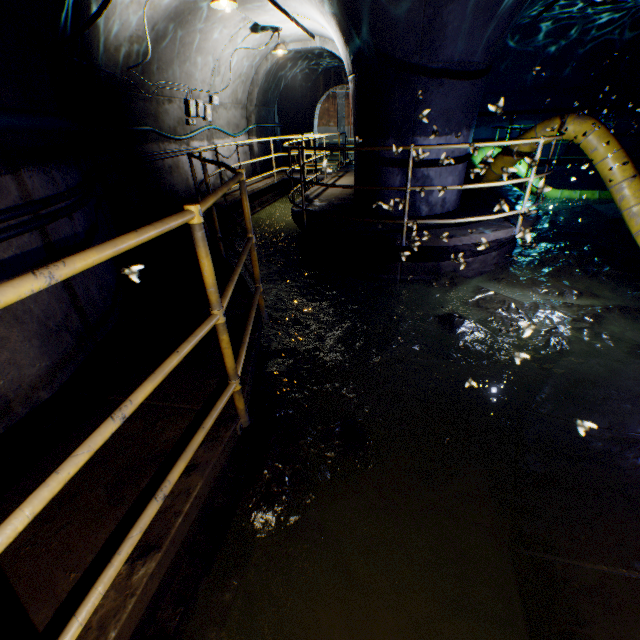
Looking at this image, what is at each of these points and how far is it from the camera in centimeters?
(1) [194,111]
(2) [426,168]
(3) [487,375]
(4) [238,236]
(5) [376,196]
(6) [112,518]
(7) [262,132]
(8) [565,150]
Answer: (1) electrical box, 841cm
(2) building tunnel, 552cm
(3) building tunnel, 363cm
(4) building tunnel, 859cm
(5) building tunnel, 607cm
(6) walkway, 148cm
(7) building tunnel, 1284cm
(8) building tunnel, 1159cm

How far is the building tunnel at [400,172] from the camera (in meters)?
5.53

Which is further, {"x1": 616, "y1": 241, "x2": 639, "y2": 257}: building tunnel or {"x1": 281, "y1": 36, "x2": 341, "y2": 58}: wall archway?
{"x1": 281, "y1": 36, "x2": 341, "y2": 58}: wall archway

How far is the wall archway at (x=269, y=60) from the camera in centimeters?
1036cm

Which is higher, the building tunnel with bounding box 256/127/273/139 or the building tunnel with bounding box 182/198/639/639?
the building tunnel with bounding box 256/127/273/139

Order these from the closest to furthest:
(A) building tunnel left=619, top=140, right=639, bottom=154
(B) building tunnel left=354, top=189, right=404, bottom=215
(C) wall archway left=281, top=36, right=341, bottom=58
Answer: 1. (B) building tunnel left=354, top=189, right=404, bottom=215
2. (C) wall archway left=281, top=36, right=341, bottom=58
3. (A) building tunnel left=619, top=140, right=639, bottom=154

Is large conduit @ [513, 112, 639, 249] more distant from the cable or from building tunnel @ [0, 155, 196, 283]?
the cable
